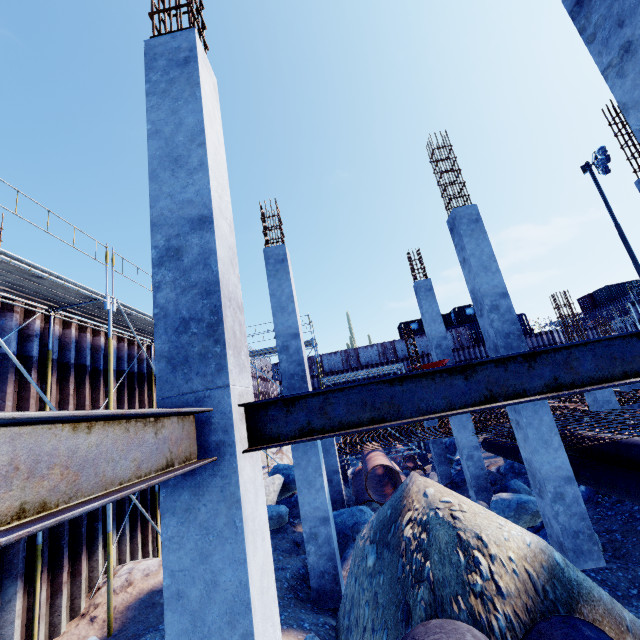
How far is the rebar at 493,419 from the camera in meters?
9.6

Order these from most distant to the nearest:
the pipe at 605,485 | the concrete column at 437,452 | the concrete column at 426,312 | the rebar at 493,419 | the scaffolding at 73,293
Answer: the concrete column at 437,452
the concrete column at 426,312
the rebar at 493,419
the pipe at 605,485
the scaffolding at 73,293

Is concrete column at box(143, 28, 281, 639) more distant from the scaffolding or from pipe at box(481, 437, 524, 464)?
pipe at box(481, 437, 524, 464)

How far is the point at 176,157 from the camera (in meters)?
3.15

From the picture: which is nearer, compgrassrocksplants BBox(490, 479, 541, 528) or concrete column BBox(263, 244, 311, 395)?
concrete column BBox(263, 244, 311, 395)

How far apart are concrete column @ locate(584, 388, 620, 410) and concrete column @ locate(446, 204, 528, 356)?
6.2 meters

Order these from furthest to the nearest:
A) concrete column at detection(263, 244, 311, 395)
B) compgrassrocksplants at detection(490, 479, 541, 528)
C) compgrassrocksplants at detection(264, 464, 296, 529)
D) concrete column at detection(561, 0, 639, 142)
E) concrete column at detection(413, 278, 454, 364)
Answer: concrete column at detection(413, 278, 454, 364)
compgrassrocksplants at detection(264, 464, 296, 529)
compgrassrocksplants at detection(490, 479, 541, 528)
concrete column at detection(263, 244, 311, 395)
concrete column at detection(561, 0, 639, 142)

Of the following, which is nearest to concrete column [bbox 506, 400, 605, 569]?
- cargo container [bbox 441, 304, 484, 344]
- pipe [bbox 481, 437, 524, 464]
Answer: pipe [bbox 481, 437, 524, 464]
